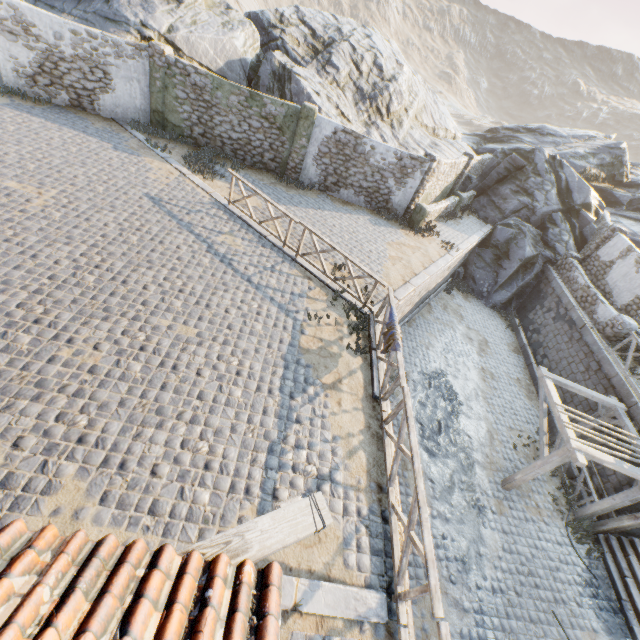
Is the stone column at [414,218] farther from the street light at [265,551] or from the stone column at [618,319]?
the street light at [265,551]

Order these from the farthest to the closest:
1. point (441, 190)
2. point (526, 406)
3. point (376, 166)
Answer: point (441, 190) → point (376, 166) → point (526, 406)

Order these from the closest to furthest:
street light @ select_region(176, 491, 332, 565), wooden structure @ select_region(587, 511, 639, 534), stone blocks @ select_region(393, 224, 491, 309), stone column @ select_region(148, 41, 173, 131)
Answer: street light @ select_region(176, 491, 332, 565) → wooden structure @ select_region(587, 511, 639, 534) → stone blocks @ select_region(393, 224, 491, 309) → stone column @ select_region(148, 41, 173, 131)

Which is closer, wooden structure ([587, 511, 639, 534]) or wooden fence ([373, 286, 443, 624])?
wooden fence ([373, 286, 443, 624])

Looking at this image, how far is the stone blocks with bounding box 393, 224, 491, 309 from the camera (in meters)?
11.20

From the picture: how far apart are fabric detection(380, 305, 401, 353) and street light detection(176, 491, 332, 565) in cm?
440

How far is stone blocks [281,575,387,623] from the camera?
4.5m

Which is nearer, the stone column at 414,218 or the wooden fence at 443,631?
the wooden fence at 443,631
